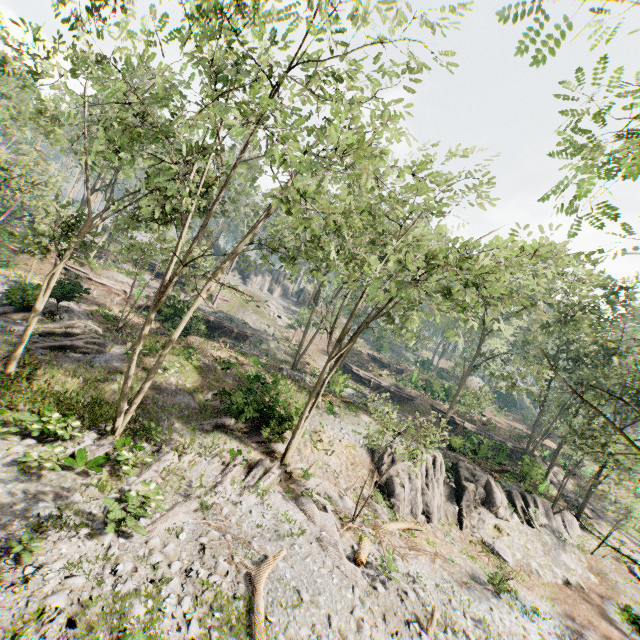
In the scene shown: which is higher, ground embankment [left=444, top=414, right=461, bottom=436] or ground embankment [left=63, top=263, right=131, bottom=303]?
ground embankment [left=444, top=414, right=461, bottom=436]

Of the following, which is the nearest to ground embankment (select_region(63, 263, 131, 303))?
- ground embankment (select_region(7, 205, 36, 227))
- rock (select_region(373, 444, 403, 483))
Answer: rock (select_region(373, 444, 403, 483))

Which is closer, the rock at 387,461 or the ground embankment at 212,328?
the rock at 387,461

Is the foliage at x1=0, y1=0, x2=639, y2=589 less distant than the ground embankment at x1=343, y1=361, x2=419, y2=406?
Yes

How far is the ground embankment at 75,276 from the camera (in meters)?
21.95

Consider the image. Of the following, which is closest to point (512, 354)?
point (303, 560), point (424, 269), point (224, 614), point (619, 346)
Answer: point (619, 346)

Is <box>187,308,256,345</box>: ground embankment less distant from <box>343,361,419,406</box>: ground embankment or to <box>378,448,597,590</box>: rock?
<box>343,361,419,406</box>: ground embankment

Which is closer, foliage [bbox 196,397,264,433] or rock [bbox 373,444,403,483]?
foliage [bbox 196,397,264,433]
